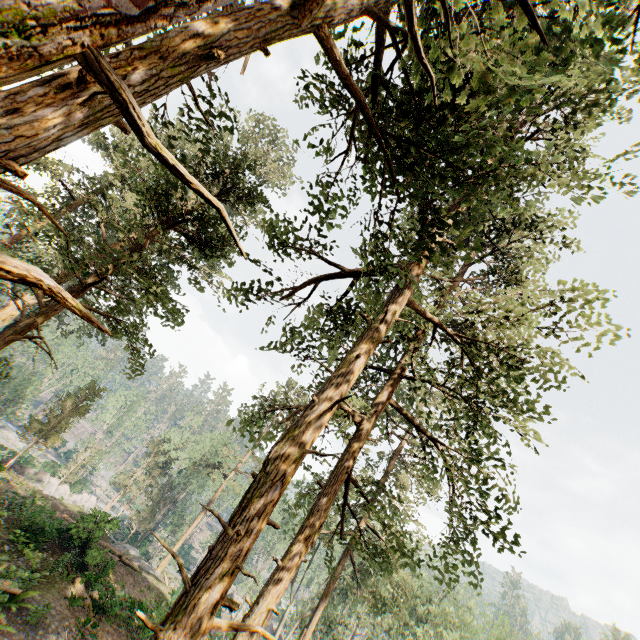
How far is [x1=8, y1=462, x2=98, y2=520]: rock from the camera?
26.6 meters

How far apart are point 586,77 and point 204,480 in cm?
5630

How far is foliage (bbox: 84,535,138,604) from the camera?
16.8m

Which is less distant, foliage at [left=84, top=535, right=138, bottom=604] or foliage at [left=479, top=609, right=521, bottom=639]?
foliage at [left=84, top=535, right=138, bottom=604]

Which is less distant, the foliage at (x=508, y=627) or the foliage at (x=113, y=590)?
the foliage at (x=113, y=590)

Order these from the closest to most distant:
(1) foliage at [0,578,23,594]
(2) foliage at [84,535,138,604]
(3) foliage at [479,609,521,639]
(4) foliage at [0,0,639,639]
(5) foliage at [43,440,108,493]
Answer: (4) foliage at [0,0,639,639], (1) foliage at [0,578,23,594], (2) foliage at [84,535,138,604], (3) foliage at [479,609,521,639], (5) foliage at [43,440,108,493]

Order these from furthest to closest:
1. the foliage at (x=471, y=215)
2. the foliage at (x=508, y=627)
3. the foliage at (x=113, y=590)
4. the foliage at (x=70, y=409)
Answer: the foliage at (x=508, y=627) < the foliage at (x=70, y=409) < the foliage at (x=113, y=590) < the foliage at (x=471, y=215)
